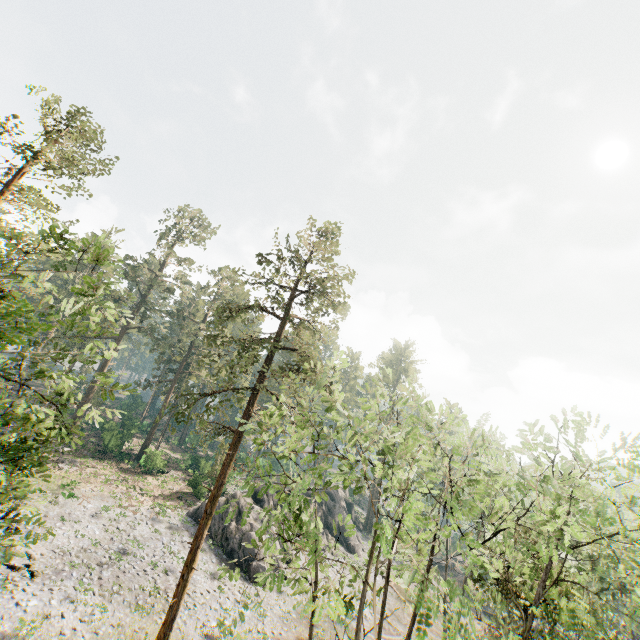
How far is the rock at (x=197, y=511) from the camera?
32.2m

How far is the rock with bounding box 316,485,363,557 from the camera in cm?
4212

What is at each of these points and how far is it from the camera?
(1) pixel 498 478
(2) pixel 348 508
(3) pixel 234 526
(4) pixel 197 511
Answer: (1) foliage, 6.9 meters
(2) rock, 55.0 meters
(3) rock, 31.2 meters
(4) rock, 32.9 meters

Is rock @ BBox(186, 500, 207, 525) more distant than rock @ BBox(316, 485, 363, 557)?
No

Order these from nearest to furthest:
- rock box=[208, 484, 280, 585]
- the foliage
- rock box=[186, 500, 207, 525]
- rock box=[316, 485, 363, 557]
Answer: the foliage
rock box=[208, 484, 280, 585]
rock box=[186, 500, 207, 525]
rock box=[316, 485, 363, 557]
